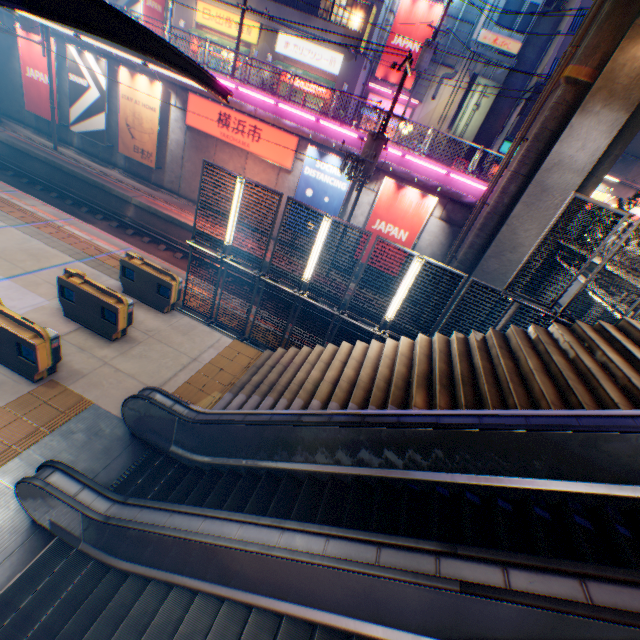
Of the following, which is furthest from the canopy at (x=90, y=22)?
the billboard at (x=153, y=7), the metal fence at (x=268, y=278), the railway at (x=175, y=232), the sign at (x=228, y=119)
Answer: the billboard at (x=153, y=7)

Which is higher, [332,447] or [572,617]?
[572,617]

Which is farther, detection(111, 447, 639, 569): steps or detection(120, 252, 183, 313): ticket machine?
detection(120, 252, 183, 313): ticket machine

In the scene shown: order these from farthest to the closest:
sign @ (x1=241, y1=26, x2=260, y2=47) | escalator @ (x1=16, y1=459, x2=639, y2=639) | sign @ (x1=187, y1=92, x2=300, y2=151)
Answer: sign @ (x1=241, y1=26, x2=260, y2=47) < sign @ (x1=187, y1=92, x2=300, y2=151) < escalator @ (x1=16, y1=459, x2=639, y2=639)

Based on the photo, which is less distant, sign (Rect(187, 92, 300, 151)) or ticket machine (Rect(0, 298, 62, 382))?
ticket machine (Rect(0, 298, 62, 382))

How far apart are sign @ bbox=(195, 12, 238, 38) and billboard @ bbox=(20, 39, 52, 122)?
12.38m

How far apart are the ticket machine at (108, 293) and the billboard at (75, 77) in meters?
15.3

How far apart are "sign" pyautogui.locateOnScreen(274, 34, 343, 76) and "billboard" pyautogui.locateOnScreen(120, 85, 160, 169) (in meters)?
12.38
